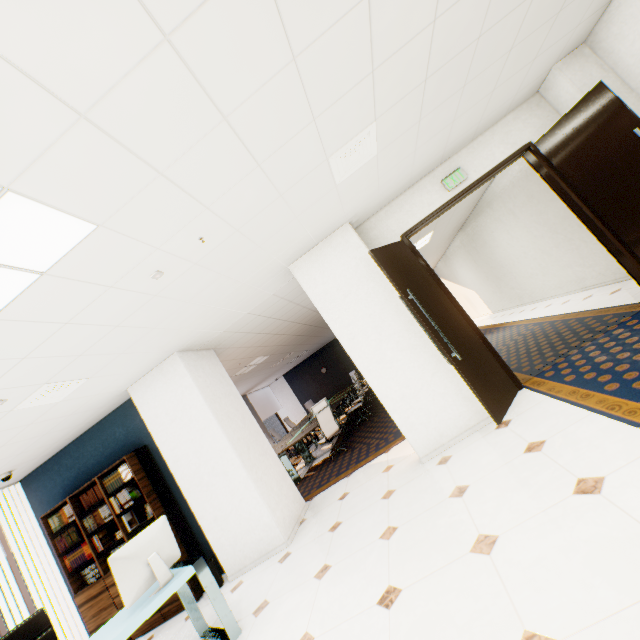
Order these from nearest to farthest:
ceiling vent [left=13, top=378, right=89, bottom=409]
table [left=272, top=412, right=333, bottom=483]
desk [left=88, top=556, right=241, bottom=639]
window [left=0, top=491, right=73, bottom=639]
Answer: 1. desk [left=88, top=556, right=241, bottom=639]
2. ceiling vent [left=13, top=378, right=89, bottom=409]
3. window [left=0, top=491, right=73, bottom=639]
4. table [left=272, top=412, right=333, bottom=483]

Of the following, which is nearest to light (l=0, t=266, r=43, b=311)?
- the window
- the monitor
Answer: the monitor

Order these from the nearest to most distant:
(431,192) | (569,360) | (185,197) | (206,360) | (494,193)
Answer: (185,197), (569,360), (431,192), (206,360), (494,193)

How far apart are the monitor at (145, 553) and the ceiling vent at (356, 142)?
3.90m

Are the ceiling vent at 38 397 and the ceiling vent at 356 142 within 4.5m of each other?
yes

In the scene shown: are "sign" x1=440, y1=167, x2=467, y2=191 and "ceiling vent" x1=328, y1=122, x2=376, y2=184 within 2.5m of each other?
yes

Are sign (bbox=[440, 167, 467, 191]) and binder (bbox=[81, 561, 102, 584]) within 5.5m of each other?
no

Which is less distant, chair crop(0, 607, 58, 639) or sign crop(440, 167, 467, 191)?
chair crop(0, 607, 58, 639)
